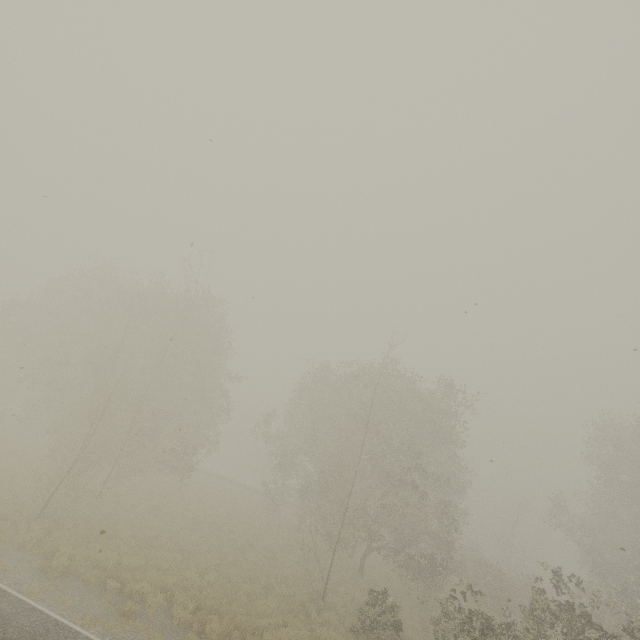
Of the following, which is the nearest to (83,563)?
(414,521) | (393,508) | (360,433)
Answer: (360,433)
